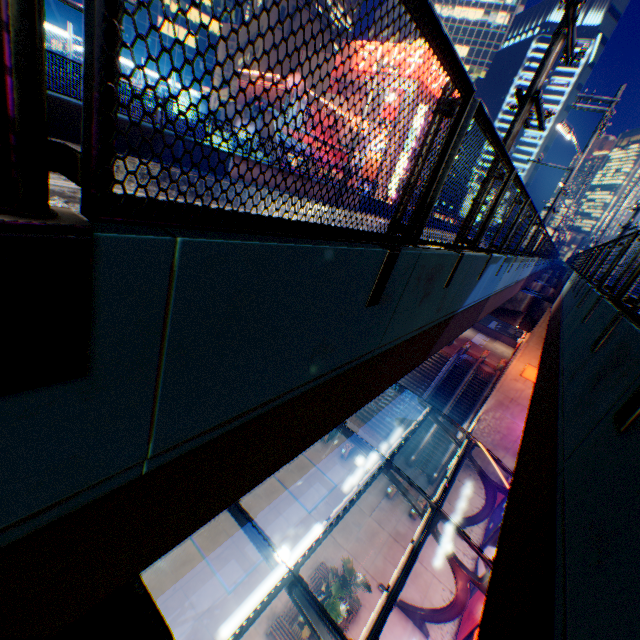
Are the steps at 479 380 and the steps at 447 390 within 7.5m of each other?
yes

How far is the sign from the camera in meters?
24.0

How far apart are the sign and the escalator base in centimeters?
1053cm

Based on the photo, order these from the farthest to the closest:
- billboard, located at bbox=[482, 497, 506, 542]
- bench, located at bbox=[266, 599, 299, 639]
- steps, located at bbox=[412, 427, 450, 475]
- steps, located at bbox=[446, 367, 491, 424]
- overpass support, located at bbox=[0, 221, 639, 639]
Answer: steps, located at bbox=[446, 367, 491, 424] < steps, located at bbox=[412, 427, 450, 475] < billboard, located at bbox=[482, 497, 506, 542] < bench, located at bbox=[266, 599, 299, 639] < overpass support, located at bbox=[0, 221, 639, 639]

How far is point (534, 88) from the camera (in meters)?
5.44

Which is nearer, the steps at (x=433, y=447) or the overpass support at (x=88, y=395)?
the overpass support at (x=88, y=395)

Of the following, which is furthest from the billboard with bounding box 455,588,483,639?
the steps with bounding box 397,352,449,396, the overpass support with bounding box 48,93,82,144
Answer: the steps with bounding box 397,352,449,396

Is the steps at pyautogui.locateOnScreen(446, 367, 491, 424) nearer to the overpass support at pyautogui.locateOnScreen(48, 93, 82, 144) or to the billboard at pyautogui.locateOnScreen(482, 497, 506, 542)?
the billboard at pyautogui.locateOnScreen(482, 497, 506, 542)
